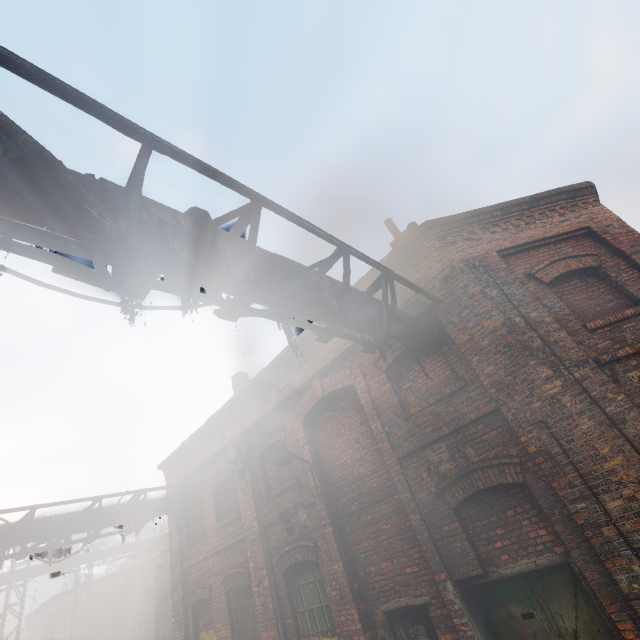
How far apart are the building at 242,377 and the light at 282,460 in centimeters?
536cm

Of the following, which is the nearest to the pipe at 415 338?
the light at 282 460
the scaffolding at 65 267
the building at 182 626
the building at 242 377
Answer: the scaffolding at 65 267

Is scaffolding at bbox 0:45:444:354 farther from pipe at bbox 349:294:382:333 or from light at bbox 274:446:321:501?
light at bbox 274:446:321:501

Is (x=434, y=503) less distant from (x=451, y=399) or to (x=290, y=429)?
(x=451, y=399)

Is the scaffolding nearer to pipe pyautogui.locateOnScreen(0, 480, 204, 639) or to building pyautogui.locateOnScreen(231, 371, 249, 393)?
pipe pyautogui.locateOnScreen(0, 480, 204, 639)

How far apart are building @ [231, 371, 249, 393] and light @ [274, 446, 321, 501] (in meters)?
5.36

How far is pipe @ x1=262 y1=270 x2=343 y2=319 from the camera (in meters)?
3.56
